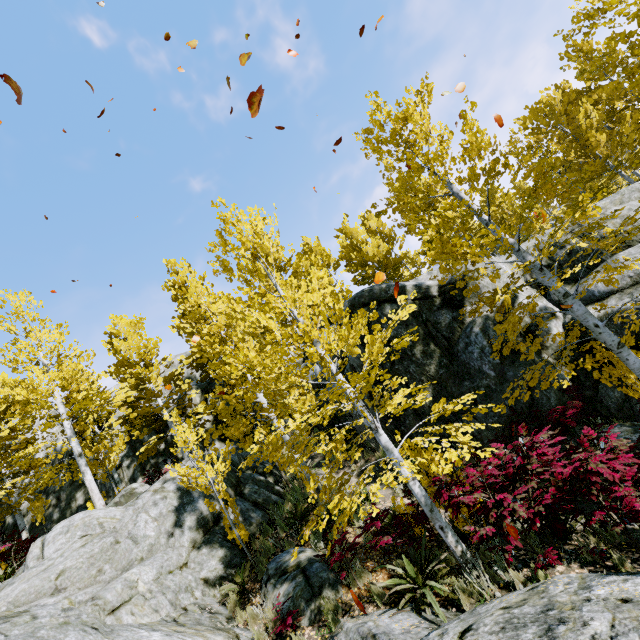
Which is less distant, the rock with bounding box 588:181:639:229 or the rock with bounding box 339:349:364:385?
the rock with bounding box 588:181:639:229

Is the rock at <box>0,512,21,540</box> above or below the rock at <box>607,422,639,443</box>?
above

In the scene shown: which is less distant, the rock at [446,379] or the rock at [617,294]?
the rock at [617,294]

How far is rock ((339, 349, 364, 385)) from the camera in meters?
11.4 m

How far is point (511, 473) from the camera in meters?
5.4

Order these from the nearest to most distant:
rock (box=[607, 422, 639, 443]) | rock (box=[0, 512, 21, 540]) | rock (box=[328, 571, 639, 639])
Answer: rock (box=[328, 571, 639, 639])
rock (box=[607, 422, 639, 443])
rock (box=[0, 512, 21, 540])
